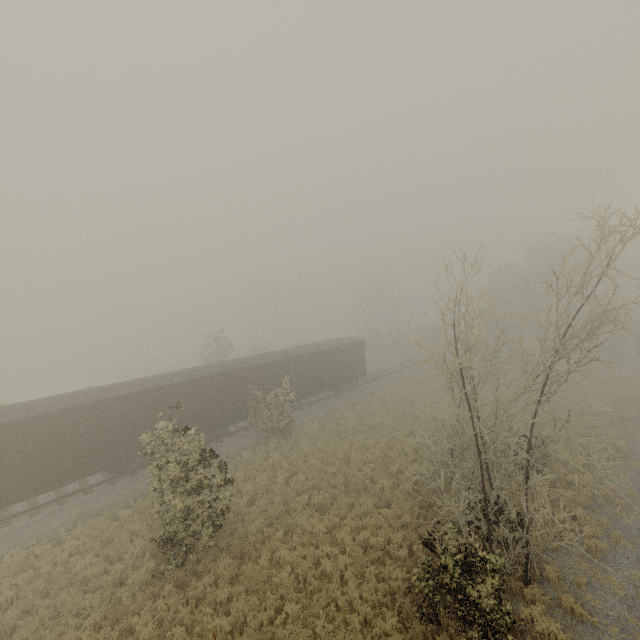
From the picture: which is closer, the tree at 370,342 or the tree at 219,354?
the tree at 219,354

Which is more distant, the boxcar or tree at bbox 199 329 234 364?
tree at bbox 199 329 234 364

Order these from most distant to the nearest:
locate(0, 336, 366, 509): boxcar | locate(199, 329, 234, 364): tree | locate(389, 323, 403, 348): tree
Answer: locate(389, 323, 403, 348): tree, locate(199, 329, 234, 364): tree, locate(0, 336, 366, 509): boxcar

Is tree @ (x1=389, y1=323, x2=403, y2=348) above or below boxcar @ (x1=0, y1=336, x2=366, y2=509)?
above

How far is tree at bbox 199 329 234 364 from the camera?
33.5m

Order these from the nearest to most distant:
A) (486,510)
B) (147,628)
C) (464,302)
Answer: (486,510)
(147,628)
(464,302)
